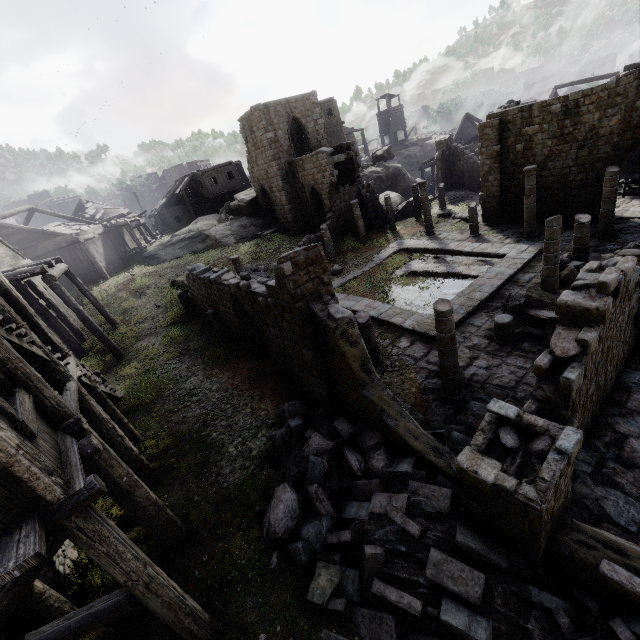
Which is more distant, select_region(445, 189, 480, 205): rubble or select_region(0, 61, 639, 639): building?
select_region(445, 189, 480, 205): rubble

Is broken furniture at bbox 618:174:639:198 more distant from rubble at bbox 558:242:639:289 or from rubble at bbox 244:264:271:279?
rubble at bbox 244:264:271:279

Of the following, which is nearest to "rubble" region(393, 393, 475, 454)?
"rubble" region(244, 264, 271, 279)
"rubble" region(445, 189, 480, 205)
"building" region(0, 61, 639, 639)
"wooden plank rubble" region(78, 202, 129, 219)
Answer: "building" region(0, 61, 639, 639)

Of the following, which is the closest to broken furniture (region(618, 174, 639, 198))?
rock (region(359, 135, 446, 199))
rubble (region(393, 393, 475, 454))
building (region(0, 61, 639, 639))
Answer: building (region(0, 61, 639, 639))

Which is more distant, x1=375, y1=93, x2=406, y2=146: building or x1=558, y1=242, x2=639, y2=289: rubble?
x1=375, y1=93, x2=406, y2=146: building

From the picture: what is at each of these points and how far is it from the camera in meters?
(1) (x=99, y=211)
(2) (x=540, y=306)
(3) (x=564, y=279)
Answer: (1) wooden plank rubble, 35.7
(2) broken furniture, 12.6
(3) rubble, 13.7

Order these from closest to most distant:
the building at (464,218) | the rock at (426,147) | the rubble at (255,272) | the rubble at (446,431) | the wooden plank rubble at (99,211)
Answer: the building at (464,218)
the rubble at (446,431)
the rubble at (255,272)
the wooden plank rubble at (99,211)
the rock at (426,147)

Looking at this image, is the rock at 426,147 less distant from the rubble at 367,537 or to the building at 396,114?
the building at 396,114
